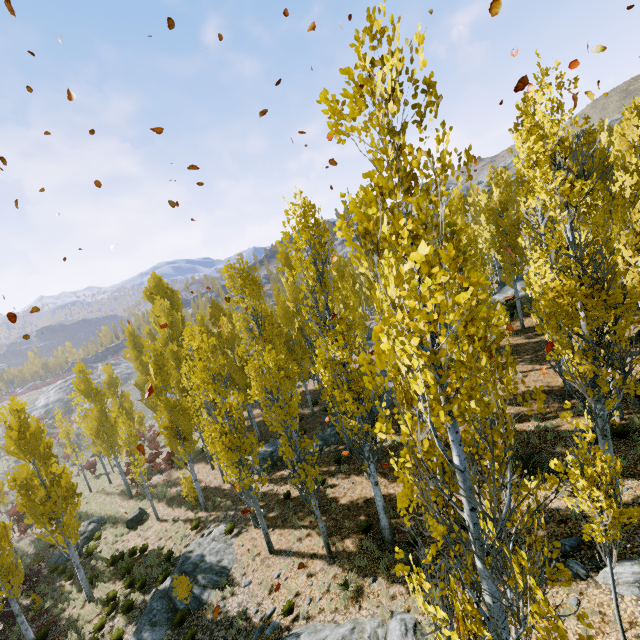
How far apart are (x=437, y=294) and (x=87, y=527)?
30.45m

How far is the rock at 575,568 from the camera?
7.75m

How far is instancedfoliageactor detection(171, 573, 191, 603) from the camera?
11.8m

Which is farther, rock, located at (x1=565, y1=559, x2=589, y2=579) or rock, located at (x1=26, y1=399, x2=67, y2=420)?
rock, located at (x1=26, y1=399, x2=67, y2=420)

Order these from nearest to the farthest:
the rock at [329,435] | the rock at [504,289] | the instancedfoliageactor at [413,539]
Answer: the instancedfoliageactor at [413,539]
the rock at [329,435]
the rock at [504,289]

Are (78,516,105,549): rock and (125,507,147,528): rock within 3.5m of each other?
yes

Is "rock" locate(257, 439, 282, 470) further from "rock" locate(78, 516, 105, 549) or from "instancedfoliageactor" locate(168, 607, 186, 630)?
"rock" locate(78, 516, 105, 549)

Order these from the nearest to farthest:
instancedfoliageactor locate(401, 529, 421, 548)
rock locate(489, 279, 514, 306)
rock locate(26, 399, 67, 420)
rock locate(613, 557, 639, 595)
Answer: instancedfoliageactor locate(401, 529, 421, 548) → rock locate(613, 557, 639, 595) → rock locate(489, 279, 514, 306) → rock locate(26, 399, 67, 420)
